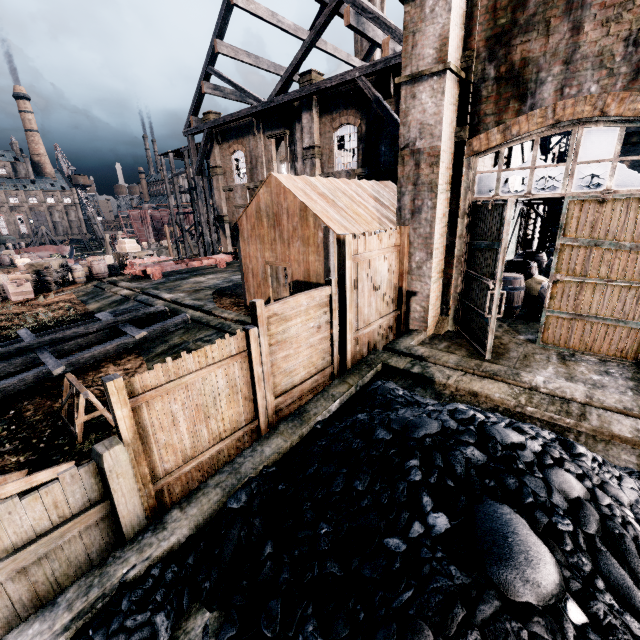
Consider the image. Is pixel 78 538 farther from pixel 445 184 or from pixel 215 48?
pixel 215 48

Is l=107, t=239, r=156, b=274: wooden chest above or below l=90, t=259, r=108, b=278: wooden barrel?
above

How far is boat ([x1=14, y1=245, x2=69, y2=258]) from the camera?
48.91m

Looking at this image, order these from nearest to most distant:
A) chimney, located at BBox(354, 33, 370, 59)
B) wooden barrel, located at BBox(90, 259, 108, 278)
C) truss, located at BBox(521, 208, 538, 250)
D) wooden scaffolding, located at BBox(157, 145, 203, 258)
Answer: truss, located at BBox(521, 208, 538, 250) < wooden barrel, located at BBox(90, 259, 108, 278) < wooden scaffolding, located at BBox(157, 145, 203, 258) < chimney, located at BBox(354, 33, 370, 59)

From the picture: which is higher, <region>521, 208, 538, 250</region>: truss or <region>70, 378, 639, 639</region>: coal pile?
<region>521, 208, 538, 250</region>: truss

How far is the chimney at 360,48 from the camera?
37.5m

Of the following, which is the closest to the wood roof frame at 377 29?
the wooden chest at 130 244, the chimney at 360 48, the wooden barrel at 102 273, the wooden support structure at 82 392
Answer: the chimney at 360 48

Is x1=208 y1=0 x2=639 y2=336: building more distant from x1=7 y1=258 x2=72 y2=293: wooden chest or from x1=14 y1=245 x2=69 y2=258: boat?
x1=14 y1=245 x2=69 y2=258: boat
